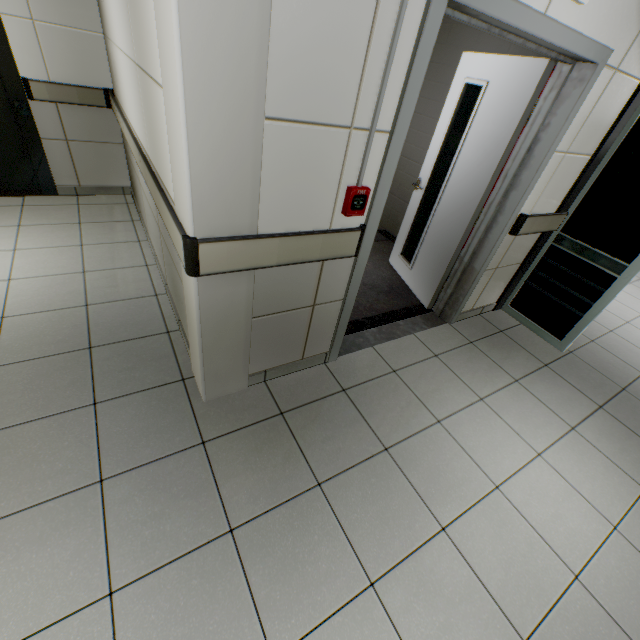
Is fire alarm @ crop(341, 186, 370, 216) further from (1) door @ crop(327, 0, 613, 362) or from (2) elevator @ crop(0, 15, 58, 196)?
(2) elevator @ crop(0, 15, 58, 196)

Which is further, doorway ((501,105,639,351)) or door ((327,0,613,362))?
doorway ((501,105,639,351))

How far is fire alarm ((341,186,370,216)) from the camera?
1.61m

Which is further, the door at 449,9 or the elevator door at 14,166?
the elevator door at 14,166

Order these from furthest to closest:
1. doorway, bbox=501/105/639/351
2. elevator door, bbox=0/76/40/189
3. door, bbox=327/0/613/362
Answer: elevator door, bbox=0/76/40/189 < doorway, bbox=501/105/639/351 < door, bbox=327/0/613/362

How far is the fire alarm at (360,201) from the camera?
1.6m

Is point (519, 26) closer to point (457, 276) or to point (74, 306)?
point (457, 276)

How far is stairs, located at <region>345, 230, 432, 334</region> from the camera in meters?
3.1 m
